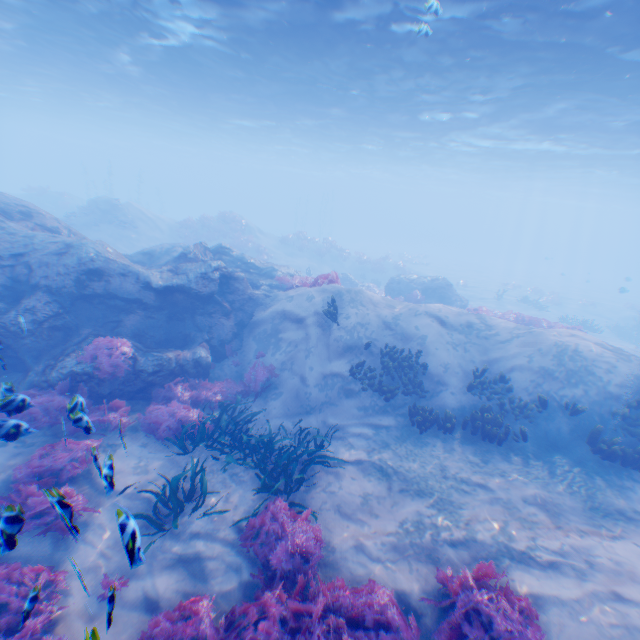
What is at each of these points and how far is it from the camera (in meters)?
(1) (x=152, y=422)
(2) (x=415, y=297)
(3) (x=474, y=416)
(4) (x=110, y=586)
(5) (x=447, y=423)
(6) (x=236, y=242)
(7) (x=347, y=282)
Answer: (1) instancedfoliageactor, 8.49
(2) instancedfoliageactor, 21.36
(3) instancedfoliageactor, 9.50
(4) instancedfoliageactor, 2.83
(5) instancedfoliageactor, 9.53
(6) instancedfoliageactor, 29.95
(7) rock, 24.00

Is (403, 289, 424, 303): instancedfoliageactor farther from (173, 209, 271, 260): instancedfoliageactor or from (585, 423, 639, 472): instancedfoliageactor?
(585, 423, 639, 472): instancedfoliageactor

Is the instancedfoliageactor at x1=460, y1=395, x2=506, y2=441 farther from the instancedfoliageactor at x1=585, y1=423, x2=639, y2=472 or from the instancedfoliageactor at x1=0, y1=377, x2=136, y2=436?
the instancedfoliageactor at x1=0, y1=377, x2=136, y2=436

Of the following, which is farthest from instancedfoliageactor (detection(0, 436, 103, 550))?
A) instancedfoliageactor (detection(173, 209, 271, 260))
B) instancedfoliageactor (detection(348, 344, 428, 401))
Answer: instancedfoliageactor (detection(173, 209, 271, 260))

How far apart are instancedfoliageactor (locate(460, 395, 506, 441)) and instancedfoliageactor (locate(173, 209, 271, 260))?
26.32m

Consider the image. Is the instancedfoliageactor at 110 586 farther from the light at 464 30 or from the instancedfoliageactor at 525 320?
the light at 464 30

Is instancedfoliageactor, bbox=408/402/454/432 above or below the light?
below

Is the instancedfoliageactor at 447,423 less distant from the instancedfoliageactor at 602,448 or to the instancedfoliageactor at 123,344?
the instancedfoliageactor at 123,344
